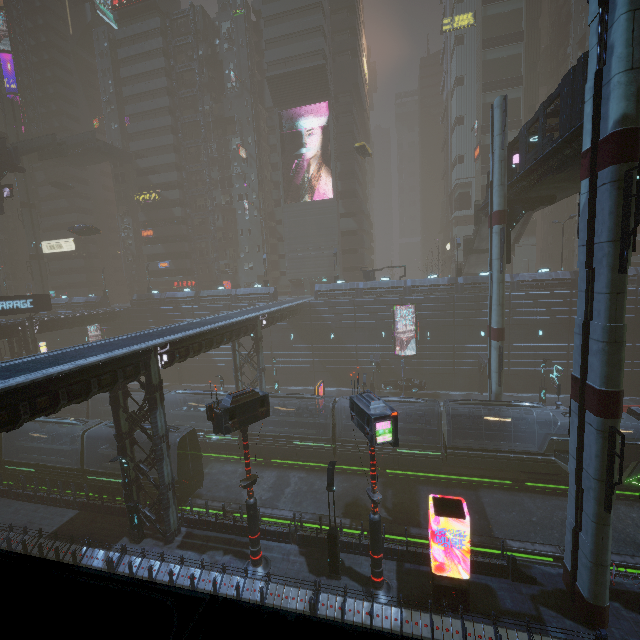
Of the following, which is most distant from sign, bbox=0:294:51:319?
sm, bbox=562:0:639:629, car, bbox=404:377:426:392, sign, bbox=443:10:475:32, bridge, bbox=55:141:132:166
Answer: sign, bbox=443:10:475:32

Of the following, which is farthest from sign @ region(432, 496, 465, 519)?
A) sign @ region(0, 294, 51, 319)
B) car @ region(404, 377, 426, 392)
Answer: sign @ region(0, 294, 51, 319)

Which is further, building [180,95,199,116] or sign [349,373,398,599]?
building [180,95,199,116]

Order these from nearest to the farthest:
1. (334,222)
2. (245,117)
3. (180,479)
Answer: (180,479) < (334,222) < (245,117)

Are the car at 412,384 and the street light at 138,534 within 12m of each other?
no

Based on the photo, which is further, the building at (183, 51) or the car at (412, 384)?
the building at (183, 51)

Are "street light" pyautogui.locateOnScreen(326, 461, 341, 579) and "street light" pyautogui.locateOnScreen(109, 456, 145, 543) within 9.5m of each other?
no

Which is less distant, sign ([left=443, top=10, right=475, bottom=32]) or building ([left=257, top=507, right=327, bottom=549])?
building ([left=257, top=507, right=327, bottom=549])
